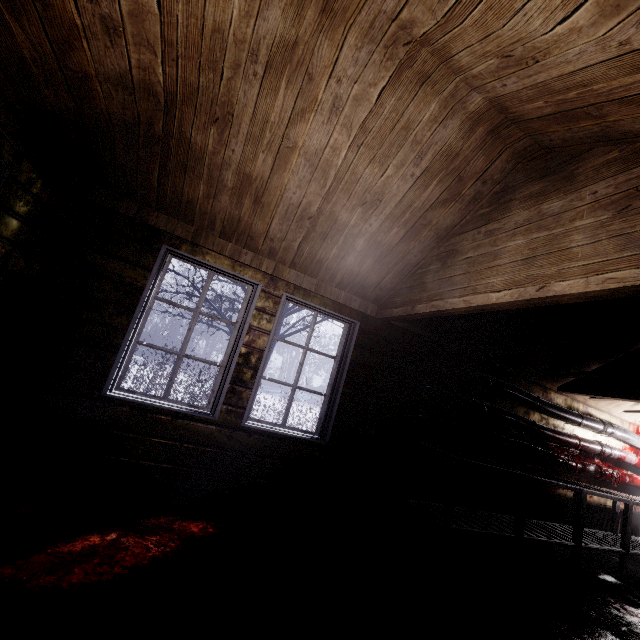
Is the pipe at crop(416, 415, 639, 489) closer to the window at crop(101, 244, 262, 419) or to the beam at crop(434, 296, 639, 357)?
the beam at crop(434, 296, 639, 357)

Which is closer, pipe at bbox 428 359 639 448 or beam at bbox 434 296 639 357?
beam at bbox 434 296 639 357

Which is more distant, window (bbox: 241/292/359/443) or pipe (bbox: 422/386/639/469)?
pipe (bbox: 422/386/639/469)

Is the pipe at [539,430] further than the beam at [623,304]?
Yes

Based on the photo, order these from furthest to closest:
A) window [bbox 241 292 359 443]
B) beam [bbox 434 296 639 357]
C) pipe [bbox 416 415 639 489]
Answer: pipe [bbox 416 415 639 489] < window [bbox 241 292 359 443] < beam [bbox 434 296 639 357]

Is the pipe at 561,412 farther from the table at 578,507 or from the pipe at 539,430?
the table at 578,507

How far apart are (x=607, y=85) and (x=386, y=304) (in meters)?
2.27

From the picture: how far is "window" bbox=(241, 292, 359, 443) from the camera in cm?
299
